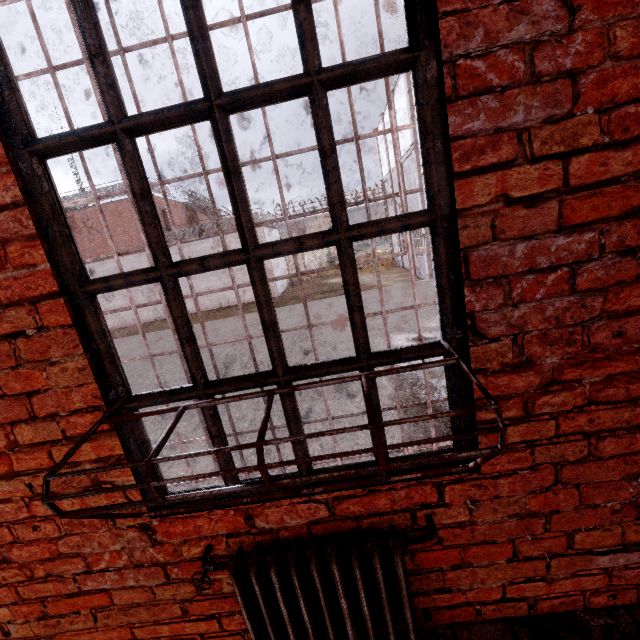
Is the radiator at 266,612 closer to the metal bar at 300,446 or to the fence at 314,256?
the metal bar at 300,446

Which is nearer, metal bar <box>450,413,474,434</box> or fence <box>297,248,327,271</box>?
metal bar <box>450,413,474,434</box>

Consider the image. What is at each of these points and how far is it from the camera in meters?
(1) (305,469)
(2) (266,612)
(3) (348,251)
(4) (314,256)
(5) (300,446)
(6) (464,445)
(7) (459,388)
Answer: (1) metal bar, 1.3
(2) radiator, 1.3
(3) metal bar, 1.1
(4) fence, 29.3
(5) metal bar, 1.3
(6) metal bar, 1.3
(7) metal bar, 1.2

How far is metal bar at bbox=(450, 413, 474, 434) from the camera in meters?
1.2 m

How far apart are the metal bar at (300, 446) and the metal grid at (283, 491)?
0.0m
